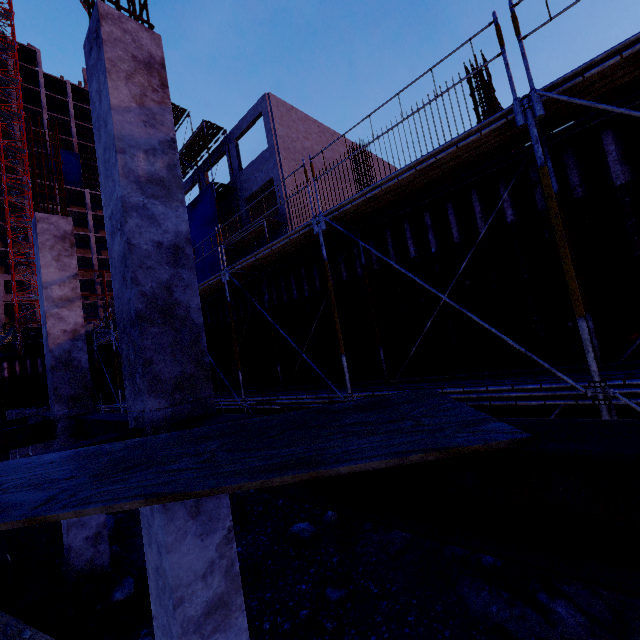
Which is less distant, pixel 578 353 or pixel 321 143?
pixel 578 353

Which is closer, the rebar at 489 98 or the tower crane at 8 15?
the rebar at 489 98

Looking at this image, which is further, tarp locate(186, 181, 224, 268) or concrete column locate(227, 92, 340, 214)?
tarp locate(186, 181, 224, 268)

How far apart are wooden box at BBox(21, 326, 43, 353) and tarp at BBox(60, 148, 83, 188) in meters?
48.6 m

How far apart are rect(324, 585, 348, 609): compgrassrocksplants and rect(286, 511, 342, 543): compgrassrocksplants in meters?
1.3 m

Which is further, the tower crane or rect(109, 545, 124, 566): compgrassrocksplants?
the tower crane

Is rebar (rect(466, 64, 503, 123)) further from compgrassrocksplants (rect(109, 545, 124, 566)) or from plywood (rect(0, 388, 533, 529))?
compgrassrocksplants (rect(109, 545, 124, 566))

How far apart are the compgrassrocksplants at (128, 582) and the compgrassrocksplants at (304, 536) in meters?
3.0 m
